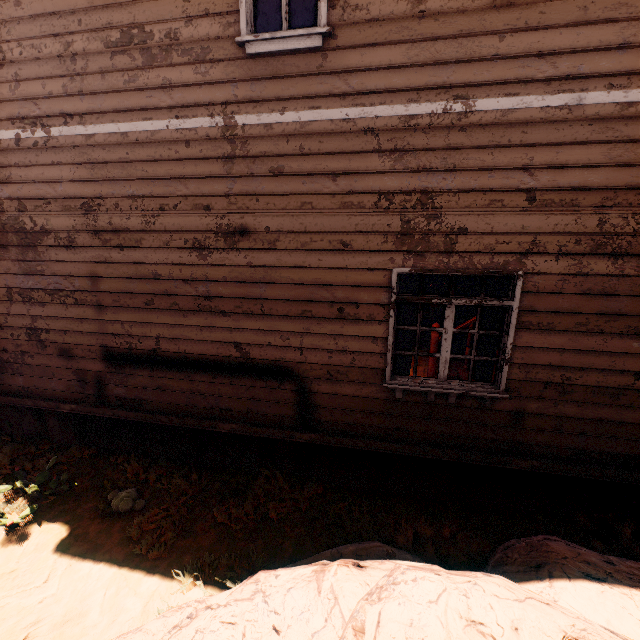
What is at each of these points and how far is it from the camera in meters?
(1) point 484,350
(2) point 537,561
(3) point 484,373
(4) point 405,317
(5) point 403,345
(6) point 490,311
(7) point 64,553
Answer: (1) curtain, 4.0 m
(2) rock, 3.0 m
(3) curtain, 4.1 m
(4) curtain, 4.1 m
(5) curtain, 4.2 m
(6) curtain, 3.9 m
(7) z, 3.9 m

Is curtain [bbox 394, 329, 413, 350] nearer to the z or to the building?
the building

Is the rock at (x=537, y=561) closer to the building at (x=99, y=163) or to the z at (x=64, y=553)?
the z at (x=64, y=553)

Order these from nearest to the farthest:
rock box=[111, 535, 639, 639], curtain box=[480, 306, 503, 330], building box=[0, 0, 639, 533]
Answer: rock box=[111, 535, 639, 639] < building box=[0, 0, 639, 533] < curtain box=[480, 306, 503, 330]

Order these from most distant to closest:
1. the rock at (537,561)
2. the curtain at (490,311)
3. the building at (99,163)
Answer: the curtain at (490,311), the building at (99,163), the rock at (537,561)

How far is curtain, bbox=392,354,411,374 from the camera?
4.23m

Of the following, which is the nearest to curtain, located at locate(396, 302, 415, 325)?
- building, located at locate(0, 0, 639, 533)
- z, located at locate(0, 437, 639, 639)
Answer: building, located at locate(0, 0, 639, 533)
